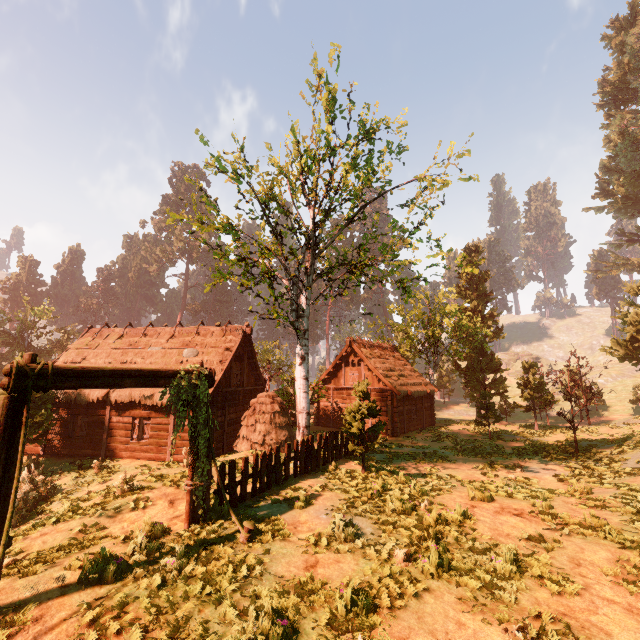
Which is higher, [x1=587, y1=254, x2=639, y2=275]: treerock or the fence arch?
[x1=587, y1=254, x2=639, y2=275]: treerock

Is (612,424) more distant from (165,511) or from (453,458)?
(165,511)

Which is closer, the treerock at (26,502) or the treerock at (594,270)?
the treerock at (26,502)

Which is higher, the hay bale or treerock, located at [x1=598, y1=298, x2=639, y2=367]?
treerock, located at [x1=598, y1=298, x2=639, y2=367]

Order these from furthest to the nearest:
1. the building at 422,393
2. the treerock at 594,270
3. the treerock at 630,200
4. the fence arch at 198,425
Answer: the treerock at 594,270 → the treerock at 630,200 → the building at 422,393 → the fence arch at 198,425

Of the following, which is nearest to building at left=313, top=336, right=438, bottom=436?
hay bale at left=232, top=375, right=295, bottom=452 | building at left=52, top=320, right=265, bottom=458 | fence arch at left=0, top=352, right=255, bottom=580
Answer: building at left=52, top=320, right=265, bottom=458

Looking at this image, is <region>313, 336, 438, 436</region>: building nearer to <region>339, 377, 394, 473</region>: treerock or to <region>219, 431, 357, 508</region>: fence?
<region>339, 377, 394, 473</region>: treerock

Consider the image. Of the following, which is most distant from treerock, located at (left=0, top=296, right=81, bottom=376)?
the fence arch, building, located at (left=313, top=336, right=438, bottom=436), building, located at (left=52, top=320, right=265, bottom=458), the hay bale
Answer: the fence arch
